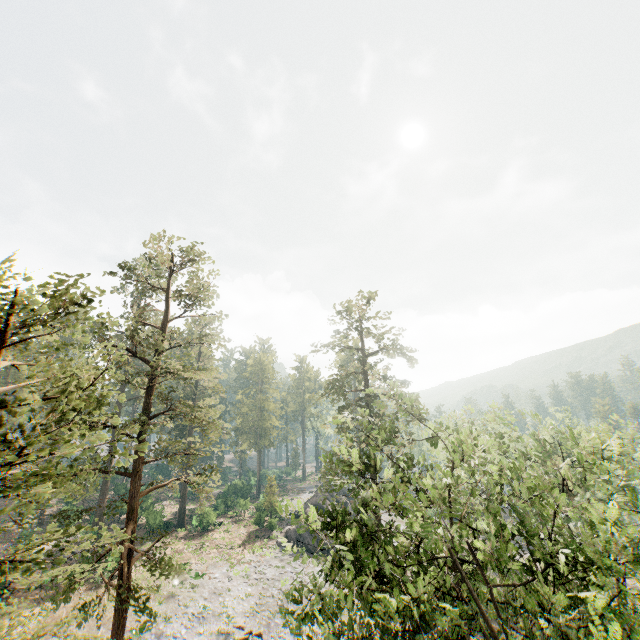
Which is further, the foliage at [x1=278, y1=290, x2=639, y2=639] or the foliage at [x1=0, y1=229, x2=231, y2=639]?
the foliage at [x1=278, y1=290, x2=639, y2=639]

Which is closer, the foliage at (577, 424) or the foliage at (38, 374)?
the foliage at (38, 374)

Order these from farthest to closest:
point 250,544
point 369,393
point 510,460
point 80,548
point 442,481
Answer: point 250,544
point 369,393
point 510,460
point 442,481
point 80,548
